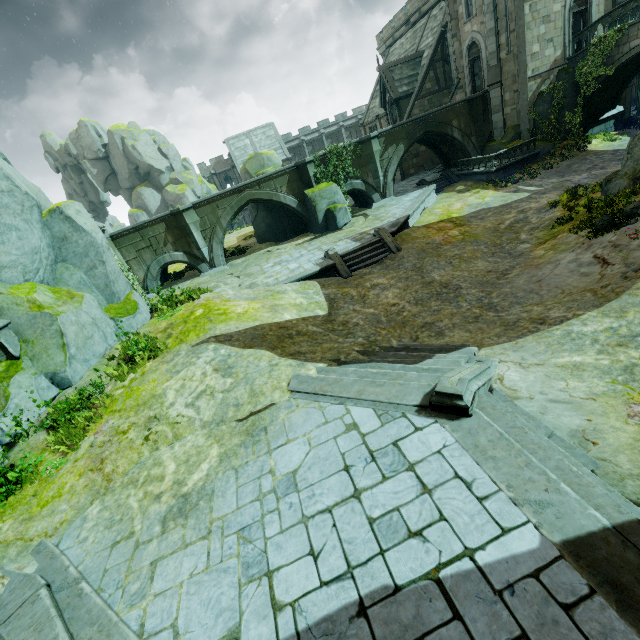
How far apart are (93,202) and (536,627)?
76.4 meters

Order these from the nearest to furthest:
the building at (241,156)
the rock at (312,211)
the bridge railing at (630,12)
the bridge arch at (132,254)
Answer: the bridge railing at (630,12) → the bridge arch at (132,254) → the rock at (312,211) → the building at (241,156)

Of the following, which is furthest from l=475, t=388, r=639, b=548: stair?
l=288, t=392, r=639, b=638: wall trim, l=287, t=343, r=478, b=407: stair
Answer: l=287, t=343, r=478, b=407: stair

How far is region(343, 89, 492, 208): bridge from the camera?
24.0m

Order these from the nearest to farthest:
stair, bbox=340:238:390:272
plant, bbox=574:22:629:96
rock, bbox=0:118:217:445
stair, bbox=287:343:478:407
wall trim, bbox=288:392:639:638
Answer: wall trim, bbox=288:392:639:638, stair, bbox=287:343:478:407, rock, bbox=0:118:217:445, stair, bbox=340:238:390:272, plant, bbox=574:22:629:96

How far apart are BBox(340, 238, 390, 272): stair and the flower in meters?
8.0

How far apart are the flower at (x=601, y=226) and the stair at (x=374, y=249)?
8.0 meters

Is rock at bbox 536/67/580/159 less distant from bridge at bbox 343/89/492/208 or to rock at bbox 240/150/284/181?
bridge at bbox 343/89/492/208
